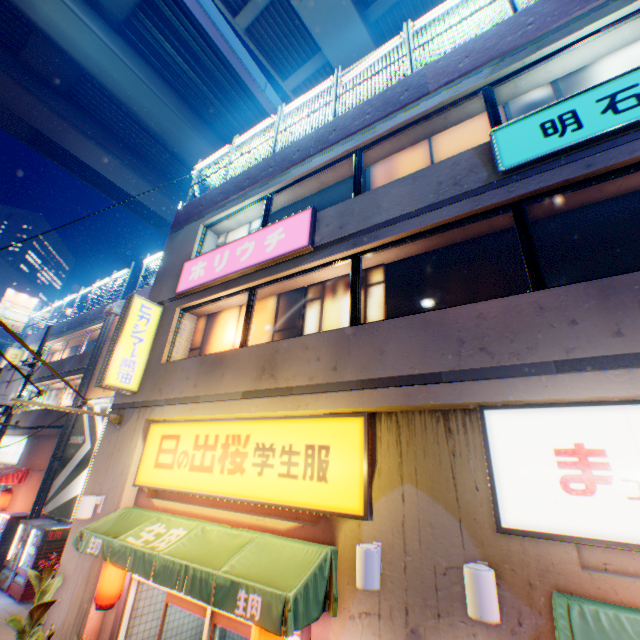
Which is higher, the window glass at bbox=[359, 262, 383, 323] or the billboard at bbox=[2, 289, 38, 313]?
the billboard at bbox=[2, 289, 38, 313]

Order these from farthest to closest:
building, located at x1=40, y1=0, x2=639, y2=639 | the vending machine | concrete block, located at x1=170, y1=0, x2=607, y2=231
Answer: the vending machine
concrete block, located at x1=170, y1=0, x2=607, y2=231
building, located at x1=40, y1=0, x2=639, y2=639

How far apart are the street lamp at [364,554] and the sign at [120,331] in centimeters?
674cm

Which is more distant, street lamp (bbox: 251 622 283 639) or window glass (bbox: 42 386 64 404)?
window glass (bbox: 42 386 64 404)

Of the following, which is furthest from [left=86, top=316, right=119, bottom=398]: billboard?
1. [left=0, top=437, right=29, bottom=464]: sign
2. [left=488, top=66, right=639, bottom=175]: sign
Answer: [left=488, top=66, right=639, bottom=175]: sign

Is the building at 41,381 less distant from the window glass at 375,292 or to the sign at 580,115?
the window glass at 375,292

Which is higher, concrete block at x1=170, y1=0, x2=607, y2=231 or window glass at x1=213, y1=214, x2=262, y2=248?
concrete block at x1=170, y1=0, x2=607, y2=231

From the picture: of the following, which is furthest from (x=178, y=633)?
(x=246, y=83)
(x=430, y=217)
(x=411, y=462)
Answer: (x=246, y=83)
